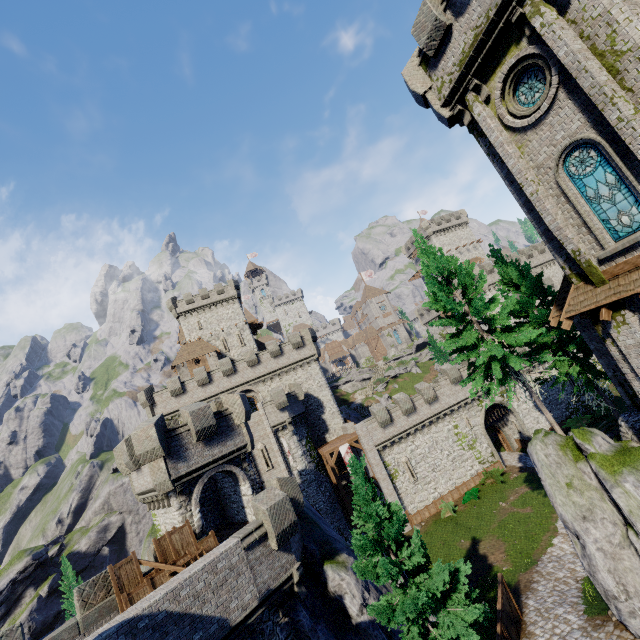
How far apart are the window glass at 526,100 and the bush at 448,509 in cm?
3161

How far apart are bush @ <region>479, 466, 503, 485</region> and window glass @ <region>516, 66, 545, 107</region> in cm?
3202

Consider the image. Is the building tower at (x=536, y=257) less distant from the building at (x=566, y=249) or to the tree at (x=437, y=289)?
the building at (x=566, y=249)

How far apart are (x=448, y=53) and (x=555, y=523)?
30.5m

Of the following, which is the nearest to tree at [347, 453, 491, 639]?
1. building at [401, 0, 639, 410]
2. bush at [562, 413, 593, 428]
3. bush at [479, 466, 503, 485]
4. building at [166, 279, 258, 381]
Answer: building at [401, 0, 639, 410]

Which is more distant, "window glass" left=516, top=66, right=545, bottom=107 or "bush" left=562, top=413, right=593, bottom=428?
"bush" left=562, top=413, right=593, bottom=428

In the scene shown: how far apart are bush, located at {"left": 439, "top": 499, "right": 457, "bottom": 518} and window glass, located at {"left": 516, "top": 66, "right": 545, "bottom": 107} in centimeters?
3161cm

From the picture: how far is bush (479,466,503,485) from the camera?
32.3 meters
